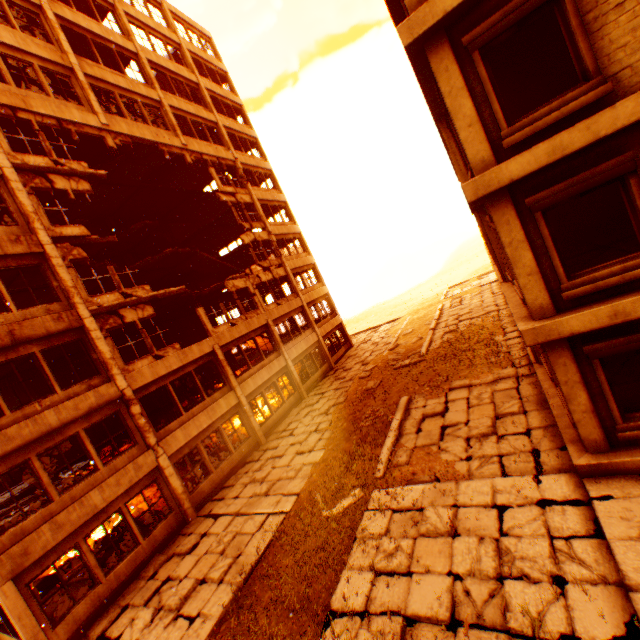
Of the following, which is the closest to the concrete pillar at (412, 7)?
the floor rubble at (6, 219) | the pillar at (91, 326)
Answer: the pillar at (91, 326)

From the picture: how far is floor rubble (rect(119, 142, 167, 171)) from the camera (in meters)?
18.12

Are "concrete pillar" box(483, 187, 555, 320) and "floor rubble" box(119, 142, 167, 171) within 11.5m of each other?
no

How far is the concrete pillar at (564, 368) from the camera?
6.5m

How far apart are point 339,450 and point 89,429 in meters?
16.3

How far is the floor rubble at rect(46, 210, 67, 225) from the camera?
15.4m

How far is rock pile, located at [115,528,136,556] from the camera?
11.52m

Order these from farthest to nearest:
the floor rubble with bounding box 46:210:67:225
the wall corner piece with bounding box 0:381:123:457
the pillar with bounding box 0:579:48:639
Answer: the floor rubble with bounding box 46:210:67:225, the wall corner piece with bounding box 0:381:123:457, the pillar with bounding box 0:579:48:639
